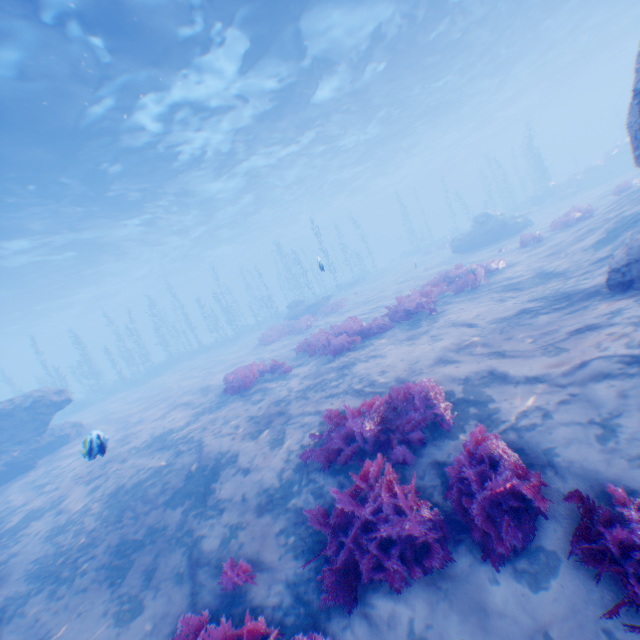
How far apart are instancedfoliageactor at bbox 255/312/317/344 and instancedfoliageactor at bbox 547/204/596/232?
15.9m

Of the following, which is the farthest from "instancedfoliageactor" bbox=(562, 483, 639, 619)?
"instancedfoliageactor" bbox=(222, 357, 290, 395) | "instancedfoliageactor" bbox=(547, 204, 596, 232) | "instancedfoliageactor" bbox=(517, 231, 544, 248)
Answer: "instancedfoliageactor" bbox=(547, 204, 596, 232)

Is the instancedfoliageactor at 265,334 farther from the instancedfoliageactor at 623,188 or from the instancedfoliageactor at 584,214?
the instancedfoliageactor at 623,188

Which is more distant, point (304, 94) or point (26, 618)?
point (304, 94)

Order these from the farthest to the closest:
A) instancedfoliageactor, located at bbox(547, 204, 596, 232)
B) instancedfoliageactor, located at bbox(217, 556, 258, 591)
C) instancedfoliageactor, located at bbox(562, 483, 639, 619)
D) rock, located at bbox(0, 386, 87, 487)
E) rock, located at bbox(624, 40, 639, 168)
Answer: instancedfoliageactor, located at bbox(547, 204, 596, 232) → rock, located at bbox(0, 386, 87, 487) → rock, located at bbox(624, 40, 639, 168) → instancedfoliageactor, located at bbox(217, 556, 258, 591) → instancedfoliageactor, located at bbox(562, 483, 639, 619)

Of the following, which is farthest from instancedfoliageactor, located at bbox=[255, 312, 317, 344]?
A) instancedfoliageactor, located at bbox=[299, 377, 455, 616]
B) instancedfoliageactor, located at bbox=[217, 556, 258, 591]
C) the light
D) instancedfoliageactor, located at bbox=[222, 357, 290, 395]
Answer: instancedfoliageactor, located at bbox=[217, 556, 258, 591]

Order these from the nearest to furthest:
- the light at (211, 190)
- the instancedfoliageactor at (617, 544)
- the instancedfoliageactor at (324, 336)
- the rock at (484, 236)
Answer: the instancedfoliageactor at (617, 544) → the instancedfoliageactor at (324, 336) → the light at (211, 190) → the rock at (484, 236)

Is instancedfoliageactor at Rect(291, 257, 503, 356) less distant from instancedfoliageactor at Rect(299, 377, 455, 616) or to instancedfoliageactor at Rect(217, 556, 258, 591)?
instancedfoliageactor at Rect(299, 377, 455, 616)
